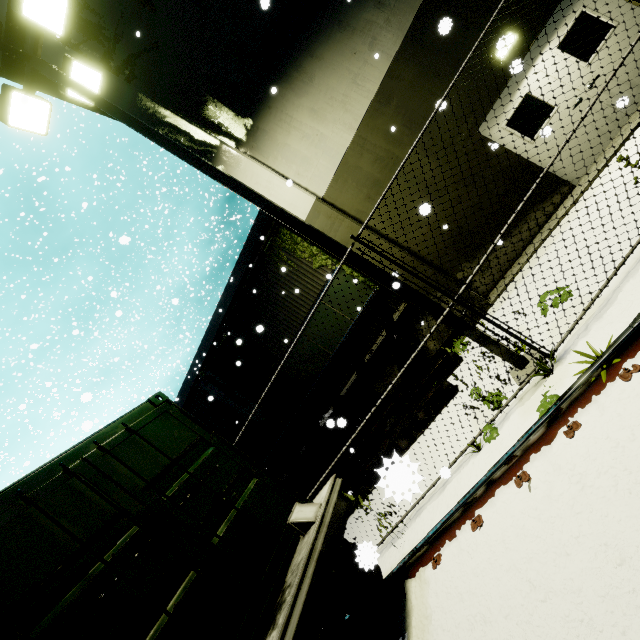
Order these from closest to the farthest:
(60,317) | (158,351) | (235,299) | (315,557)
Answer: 1. (315,557)
2. (235,299)
3. (158,351)
4. (60,317)

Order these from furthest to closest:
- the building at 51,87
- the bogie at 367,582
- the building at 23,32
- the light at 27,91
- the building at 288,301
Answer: the building at 288,301 → the building at 51,87 → the building at 23,32 → the light at 27,91 → the bogie at 367,582

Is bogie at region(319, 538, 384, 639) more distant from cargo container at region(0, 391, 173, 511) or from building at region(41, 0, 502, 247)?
building at region(41, 0, 502, 247)

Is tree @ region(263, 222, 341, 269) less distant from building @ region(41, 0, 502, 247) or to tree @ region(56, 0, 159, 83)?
building @ region(41, 0, 502, 247)

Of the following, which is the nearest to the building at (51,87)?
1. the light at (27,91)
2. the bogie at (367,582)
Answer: the light at (27,91)

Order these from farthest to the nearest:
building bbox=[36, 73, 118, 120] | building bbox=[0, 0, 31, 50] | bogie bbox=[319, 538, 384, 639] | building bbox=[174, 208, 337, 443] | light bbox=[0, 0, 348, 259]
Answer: building bbox=[174, 208, 337, 443] → building bbox=[36, 73, 118, 120] → building bbox=[0, 0, 31, 50] → light bbox=[0, 0, 348, 259] → bogie bbox=[319, 538, 384, 639]

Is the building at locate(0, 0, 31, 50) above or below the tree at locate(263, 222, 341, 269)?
above

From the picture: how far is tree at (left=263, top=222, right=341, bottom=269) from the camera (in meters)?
10.62
